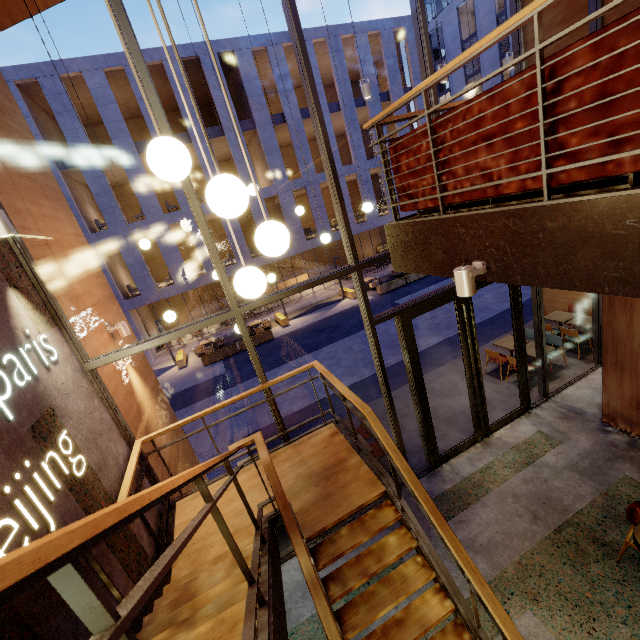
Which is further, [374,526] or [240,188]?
[374,526]

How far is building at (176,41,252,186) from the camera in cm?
1783

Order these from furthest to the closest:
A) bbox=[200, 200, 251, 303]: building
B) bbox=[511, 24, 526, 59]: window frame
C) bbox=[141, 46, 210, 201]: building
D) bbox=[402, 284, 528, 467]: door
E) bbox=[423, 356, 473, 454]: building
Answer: bbox=[200, 200, 251, 303]: building, bbox=[141, 46, 210, 201]: building, bbox=[423, 356, 473, 454]: building, bbox=[402, 284, 528, 467]: door, bbox=[511, 24, 526, 59]: window frame

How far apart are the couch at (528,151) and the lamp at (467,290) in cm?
47

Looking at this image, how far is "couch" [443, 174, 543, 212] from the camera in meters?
2.3

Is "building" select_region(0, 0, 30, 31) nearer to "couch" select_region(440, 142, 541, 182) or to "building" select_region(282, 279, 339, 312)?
"couch" select_region(440, 142, 541, 182)

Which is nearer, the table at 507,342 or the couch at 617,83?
the couch at 617,83

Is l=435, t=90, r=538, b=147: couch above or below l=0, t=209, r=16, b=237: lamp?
below
